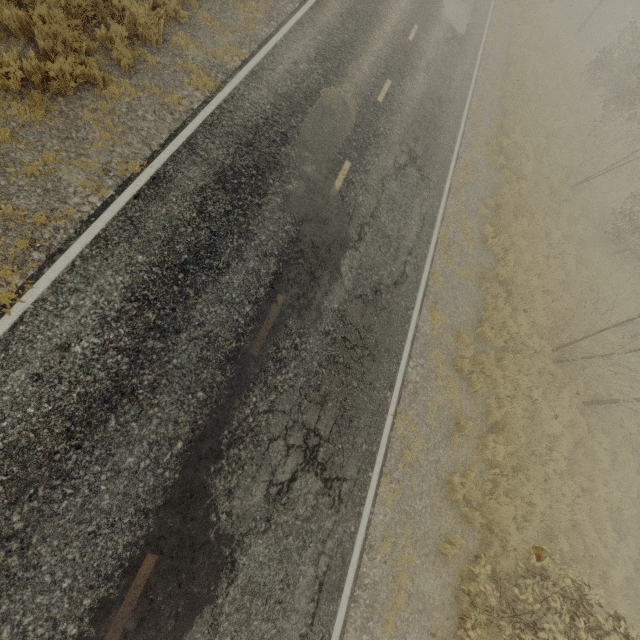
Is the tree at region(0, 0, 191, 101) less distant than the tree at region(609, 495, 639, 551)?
Yes

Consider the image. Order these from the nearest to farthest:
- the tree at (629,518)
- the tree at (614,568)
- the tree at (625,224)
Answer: the tree at (625,224) → the tree at (614,568) → the tree at (629,518)

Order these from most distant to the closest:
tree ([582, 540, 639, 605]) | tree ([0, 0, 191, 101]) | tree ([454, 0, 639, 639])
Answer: tree ([582, 540, 639, 605]), tree ([454, 0, 639, 639]), tree ([0, 0, 191, 101])

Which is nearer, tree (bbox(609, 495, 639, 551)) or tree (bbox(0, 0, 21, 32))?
tree (bbox(0, 0, 21, 32))

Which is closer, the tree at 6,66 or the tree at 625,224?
the tree at 6,66

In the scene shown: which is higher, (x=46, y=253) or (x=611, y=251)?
(x=611, y=251)
